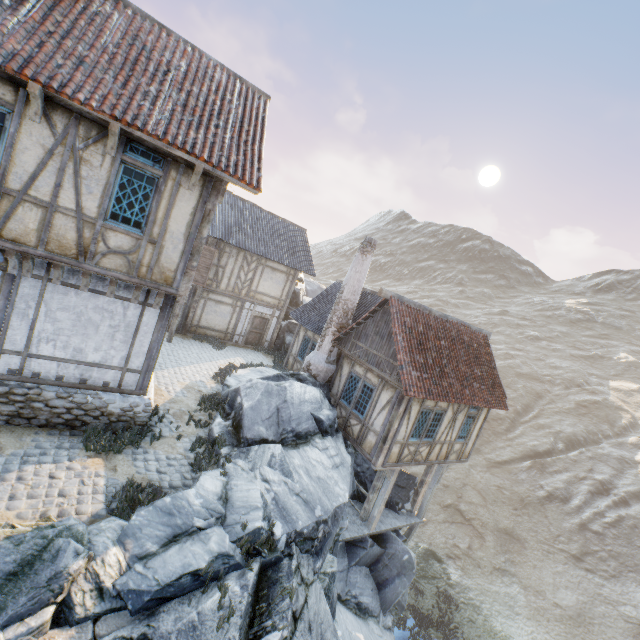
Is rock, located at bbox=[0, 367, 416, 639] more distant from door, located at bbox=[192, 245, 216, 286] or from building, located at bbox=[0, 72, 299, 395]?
door, located at bbox=[192, 245, 216, 286]

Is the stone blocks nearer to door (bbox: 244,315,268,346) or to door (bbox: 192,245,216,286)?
door (bbox: 192,245,216,286)

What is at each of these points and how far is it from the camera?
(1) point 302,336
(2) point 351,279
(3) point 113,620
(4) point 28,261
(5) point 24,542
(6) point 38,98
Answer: (1) building, 18.2m
(2) chimney, 14.2m
(3) stone blocks, 4.5m
(4) wooden structure, 6.6m
(5) rock, 4.6m
(6) wooden structure, 5.6m

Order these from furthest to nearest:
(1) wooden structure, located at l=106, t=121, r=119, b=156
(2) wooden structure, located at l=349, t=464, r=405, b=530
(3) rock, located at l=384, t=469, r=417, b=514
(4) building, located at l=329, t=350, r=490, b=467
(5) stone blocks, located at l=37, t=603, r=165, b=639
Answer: (3) rock, located at l=384, t=469, r=417, b=514 → (2) wooden structure, located at l=349, t=464, r=405, b=530 → (4) building, located at l=329, t=350, r=490, b=467 → (1) wooden structure, located at l=106, t=121, r=119, b=156 → (5) stone blocks, located at l=37, t=603, r=165, b=639

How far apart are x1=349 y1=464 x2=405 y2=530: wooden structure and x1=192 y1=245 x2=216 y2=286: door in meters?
12.2

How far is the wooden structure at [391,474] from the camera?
12.5 meters

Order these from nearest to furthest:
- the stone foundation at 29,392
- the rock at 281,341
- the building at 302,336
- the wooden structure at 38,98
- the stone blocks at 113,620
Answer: the stone blocks at 113,620, the wooden structure at 38,98, the stone foundation at 29,392, the building at 302,336, the rock at 281,341

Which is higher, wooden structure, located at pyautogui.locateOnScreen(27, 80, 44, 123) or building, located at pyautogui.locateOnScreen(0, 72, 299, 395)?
wooden structure, located at pyautogui.locateOnScreen(27, 80, 44, 123)
